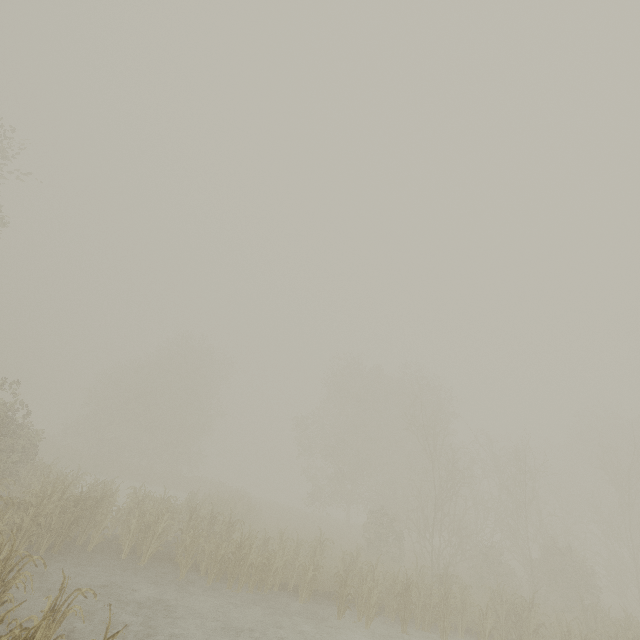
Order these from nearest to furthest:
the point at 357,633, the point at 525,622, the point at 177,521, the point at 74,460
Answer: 1. the point at 357,633
2. the point at 525,622
3. the point at 177,521
4. the point at 74,460
